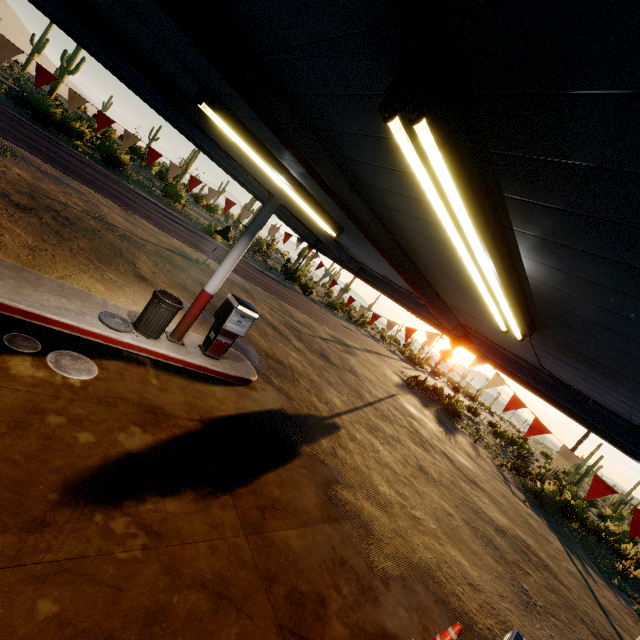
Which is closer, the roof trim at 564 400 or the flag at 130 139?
the roof trim at 564 400

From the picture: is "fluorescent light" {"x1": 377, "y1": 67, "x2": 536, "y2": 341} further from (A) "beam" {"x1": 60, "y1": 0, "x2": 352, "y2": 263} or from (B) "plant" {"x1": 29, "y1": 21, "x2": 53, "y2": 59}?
(B) "plant" {"x1": 29, "y1": 21, "x2": 53, "y2": 59}

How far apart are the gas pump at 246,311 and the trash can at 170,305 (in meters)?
0.92

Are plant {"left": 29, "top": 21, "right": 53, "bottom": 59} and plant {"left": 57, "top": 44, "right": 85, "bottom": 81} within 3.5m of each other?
no

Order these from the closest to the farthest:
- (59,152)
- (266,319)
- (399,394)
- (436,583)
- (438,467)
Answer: (436,583), (438,467), (266,319), (59,152), (399,394)

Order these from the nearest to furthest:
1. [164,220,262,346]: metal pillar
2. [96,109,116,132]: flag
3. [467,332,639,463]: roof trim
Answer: [467,332,639,463]: roof trim < [96,109,116,132]: flag < [164,220,262,346]: metal pillar

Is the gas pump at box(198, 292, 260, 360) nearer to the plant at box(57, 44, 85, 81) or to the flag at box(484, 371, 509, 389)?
the flag at box(484, 371, 509, 389)

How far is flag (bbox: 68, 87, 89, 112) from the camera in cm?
608
